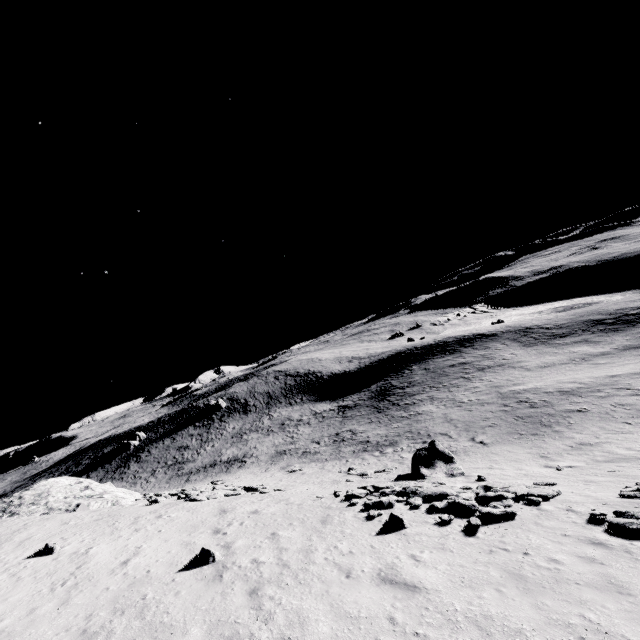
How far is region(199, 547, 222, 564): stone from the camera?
10.75m

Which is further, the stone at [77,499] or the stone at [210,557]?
the stone at [77,499]

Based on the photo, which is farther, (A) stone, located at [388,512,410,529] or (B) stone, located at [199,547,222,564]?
(A) stone, located at [388,512,410,529]

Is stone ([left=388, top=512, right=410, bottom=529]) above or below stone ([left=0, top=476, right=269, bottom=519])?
below

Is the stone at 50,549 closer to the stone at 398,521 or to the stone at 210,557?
the stone at 210,557

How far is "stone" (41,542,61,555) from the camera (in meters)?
13.18

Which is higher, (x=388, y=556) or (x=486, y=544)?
(x=388, y=556)

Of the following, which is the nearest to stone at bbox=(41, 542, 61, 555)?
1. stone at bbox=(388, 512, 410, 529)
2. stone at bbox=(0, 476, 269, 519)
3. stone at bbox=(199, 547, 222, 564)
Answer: stone at bbox=(199, 547, 222, 564)
